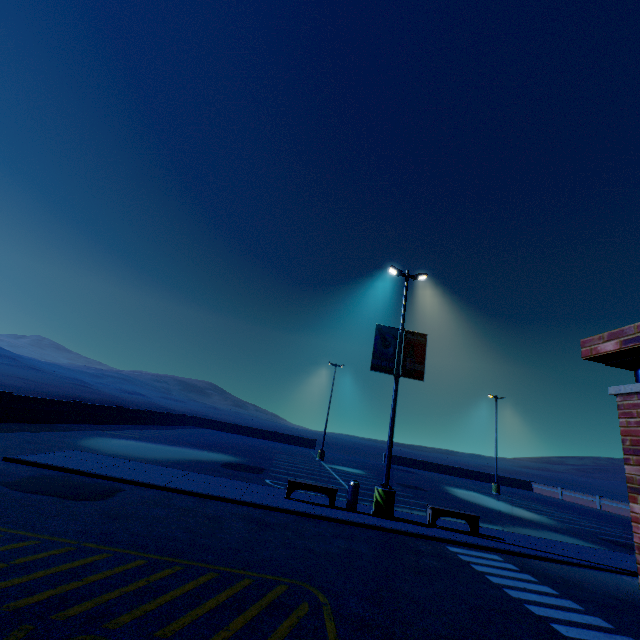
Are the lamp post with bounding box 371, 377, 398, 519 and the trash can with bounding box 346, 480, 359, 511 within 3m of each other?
yes

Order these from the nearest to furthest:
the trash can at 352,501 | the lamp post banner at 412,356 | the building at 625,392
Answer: the building at 625,392 → the trash can at 352,501 → the lamp post banner at 412,356

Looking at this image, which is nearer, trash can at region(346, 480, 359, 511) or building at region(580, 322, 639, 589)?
building at region(580, 322, 639, 589)

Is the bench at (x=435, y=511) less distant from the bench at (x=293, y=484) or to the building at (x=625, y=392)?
the bench at (x=293, y=484)

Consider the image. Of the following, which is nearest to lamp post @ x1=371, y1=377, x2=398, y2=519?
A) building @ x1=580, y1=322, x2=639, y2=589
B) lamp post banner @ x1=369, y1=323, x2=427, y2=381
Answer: lamp post banner @ x1=369, y1=323, x2=427, y2=381

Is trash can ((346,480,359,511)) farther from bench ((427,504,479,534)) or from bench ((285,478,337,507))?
bench ((427,504,479,534))

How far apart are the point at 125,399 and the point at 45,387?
17.8 meters

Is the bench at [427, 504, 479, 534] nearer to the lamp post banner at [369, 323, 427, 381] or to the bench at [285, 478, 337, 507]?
the bench at [285, 478, 337, 507]
